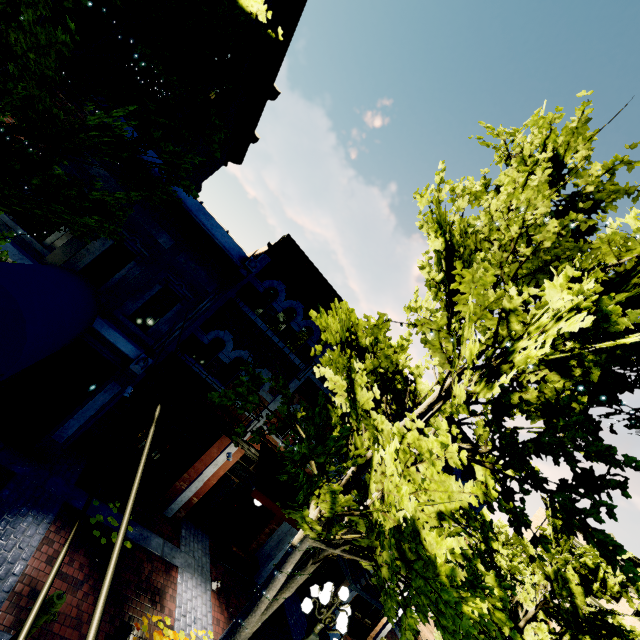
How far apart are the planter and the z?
0.8m

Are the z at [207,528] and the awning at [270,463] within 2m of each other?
no

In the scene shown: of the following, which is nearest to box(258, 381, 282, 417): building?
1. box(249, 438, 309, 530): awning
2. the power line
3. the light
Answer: the power line

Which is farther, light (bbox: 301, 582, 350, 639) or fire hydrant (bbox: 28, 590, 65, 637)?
light (bbox: 301, 582, 350, 639)

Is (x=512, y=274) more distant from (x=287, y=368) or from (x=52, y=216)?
(x=52, y=216)

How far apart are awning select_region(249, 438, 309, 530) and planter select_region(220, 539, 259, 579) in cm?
215

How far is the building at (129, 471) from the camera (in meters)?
10.04

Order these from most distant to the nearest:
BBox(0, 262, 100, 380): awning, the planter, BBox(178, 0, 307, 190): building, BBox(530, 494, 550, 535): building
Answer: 1. BBox(530, 494, 550, 535): building
2. the planter
3. BBox(178, 0, 307, 190): building
4. BBox(0, 262, 100, 380): awning
